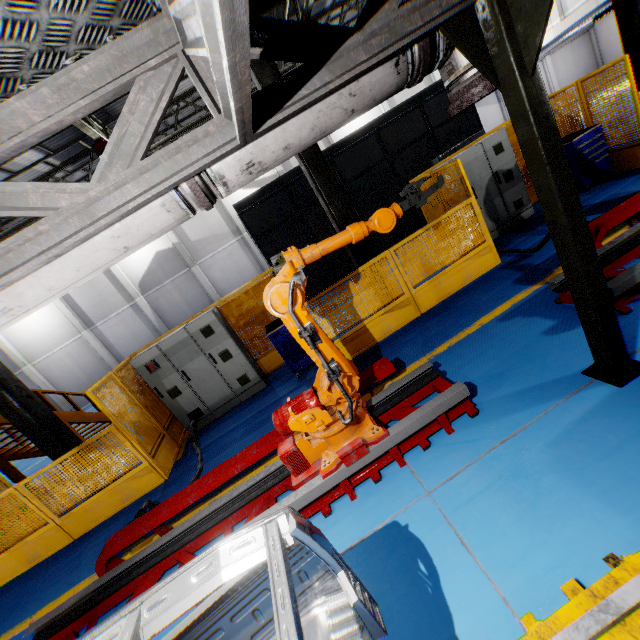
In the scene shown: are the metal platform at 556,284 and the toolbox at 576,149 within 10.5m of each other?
yes

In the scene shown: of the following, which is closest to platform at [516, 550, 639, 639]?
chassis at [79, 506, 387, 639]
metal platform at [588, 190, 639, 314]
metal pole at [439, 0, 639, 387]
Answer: chassis at [79, 506, 387, 639]

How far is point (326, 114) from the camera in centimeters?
237cm

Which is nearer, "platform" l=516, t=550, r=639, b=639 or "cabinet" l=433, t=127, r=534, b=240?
"platform" l=516, t=550, r=639, b=639

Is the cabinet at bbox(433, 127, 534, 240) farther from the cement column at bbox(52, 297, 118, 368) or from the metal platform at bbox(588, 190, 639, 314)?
the cement column at bbox(52, 297, 118, 368)

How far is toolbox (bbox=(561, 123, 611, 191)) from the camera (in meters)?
7.11

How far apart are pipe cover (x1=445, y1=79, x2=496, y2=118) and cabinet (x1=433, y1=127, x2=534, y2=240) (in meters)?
4.62

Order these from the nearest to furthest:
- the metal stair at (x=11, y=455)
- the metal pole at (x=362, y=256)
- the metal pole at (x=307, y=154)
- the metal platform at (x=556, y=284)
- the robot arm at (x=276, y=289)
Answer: the robot arm at (x=276, y=289) < the metal platform at (x=556, y=284) < the metal pole at (x=307, y=154) < the metal pole at (x=362, y=256) < the metal stair at (x=11, y=455)
